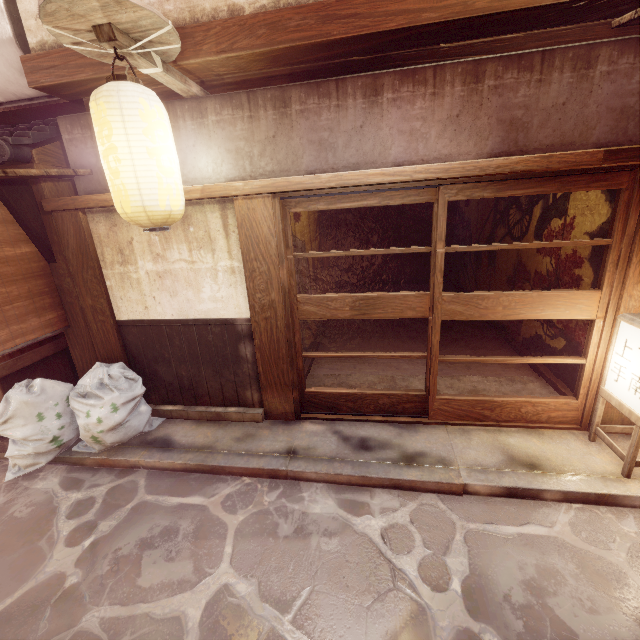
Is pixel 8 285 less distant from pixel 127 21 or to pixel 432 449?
pixel 127 21

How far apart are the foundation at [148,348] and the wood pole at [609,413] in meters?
7.2 m

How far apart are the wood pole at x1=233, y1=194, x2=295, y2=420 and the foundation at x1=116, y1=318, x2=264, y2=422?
0.0m

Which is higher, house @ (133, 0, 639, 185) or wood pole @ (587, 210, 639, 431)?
house @ (133, 0, 639, 185)

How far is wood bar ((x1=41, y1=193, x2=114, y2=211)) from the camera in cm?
658

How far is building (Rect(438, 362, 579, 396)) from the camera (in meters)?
7.91

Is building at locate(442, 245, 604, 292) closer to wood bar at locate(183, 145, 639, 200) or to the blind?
wood bar at locate(183, 145, 639, 200)

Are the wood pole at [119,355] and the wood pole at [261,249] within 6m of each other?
yes
